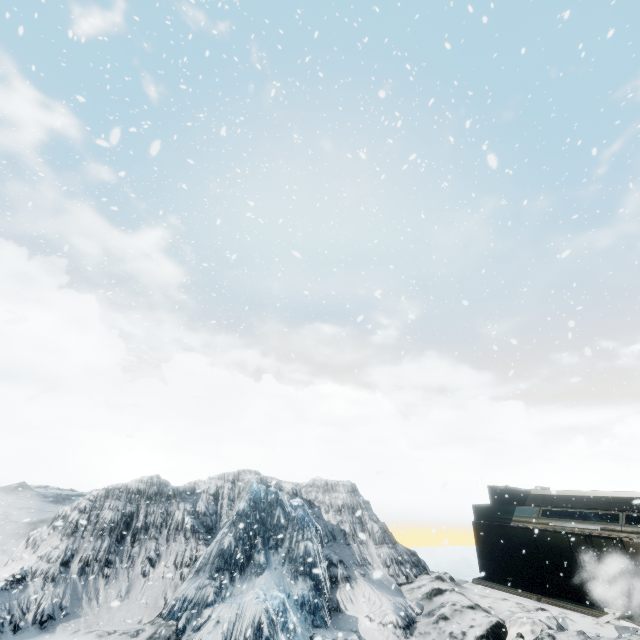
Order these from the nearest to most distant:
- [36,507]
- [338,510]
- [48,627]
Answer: [48,627], [338,510], [36,507]
